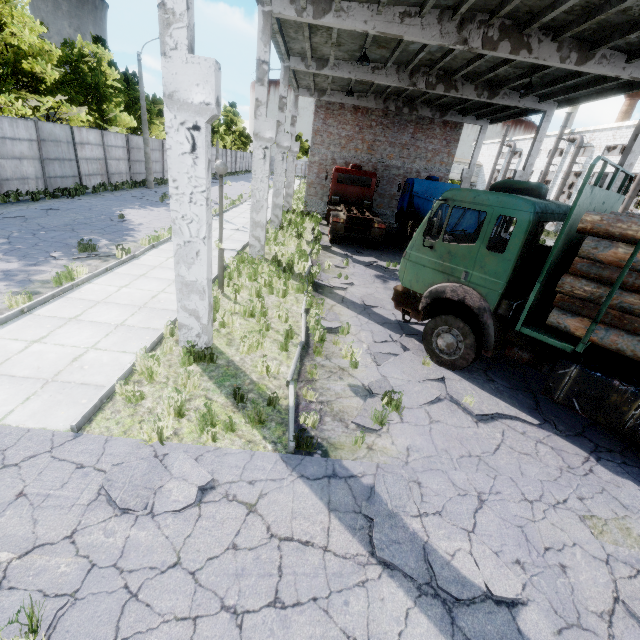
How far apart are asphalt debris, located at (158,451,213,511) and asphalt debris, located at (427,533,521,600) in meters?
2.0 m

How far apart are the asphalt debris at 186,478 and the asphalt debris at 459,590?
1.95m

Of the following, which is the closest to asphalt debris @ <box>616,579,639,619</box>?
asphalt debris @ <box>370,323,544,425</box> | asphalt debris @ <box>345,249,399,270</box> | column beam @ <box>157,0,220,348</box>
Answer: asphalt debris @ <box>370,323,544,425</box>

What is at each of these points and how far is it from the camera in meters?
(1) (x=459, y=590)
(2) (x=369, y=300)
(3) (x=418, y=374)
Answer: (1) asphalt debris, 3.2
(2) asphalt debris, 10.2
(3) asphalt debris, 6.8

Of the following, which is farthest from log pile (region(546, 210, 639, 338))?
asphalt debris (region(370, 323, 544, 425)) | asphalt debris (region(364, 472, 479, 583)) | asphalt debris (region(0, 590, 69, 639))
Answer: asphalt debris (region(0, 590, 69, 639))

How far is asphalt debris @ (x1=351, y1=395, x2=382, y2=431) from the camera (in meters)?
5.18

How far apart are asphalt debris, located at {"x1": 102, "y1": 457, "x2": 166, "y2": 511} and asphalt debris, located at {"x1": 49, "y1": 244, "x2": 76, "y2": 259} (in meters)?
8.89

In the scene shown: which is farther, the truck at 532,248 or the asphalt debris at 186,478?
the truck at 532,248
